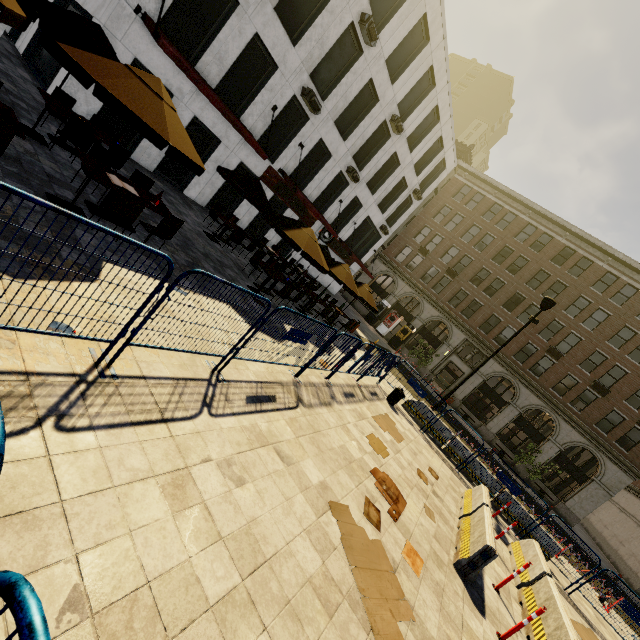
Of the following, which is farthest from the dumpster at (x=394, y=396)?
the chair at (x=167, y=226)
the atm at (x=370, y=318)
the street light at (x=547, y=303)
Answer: the atm at (x=370, y=318)

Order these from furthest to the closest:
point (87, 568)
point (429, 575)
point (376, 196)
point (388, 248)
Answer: point (388, 248)
point (376, 196)
point (429, 575)
point (87, 568)

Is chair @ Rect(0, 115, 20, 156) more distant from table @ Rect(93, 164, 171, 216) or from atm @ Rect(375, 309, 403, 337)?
atm @ Rect(375, 309, 403, 337)

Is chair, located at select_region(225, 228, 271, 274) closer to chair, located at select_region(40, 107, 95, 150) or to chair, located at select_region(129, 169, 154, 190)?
chair, located at select_region(129, 169, 154, 190)

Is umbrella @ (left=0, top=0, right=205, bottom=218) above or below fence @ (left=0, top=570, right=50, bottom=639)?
above

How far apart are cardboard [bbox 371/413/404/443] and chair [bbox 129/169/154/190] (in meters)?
8.69

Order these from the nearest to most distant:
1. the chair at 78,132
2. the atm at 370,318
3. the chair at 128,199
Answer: the chair at 128,199 < the chair at 78,132 < the atm at 370,318

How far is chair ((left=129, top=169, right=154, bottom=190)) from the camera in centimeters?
789cm
